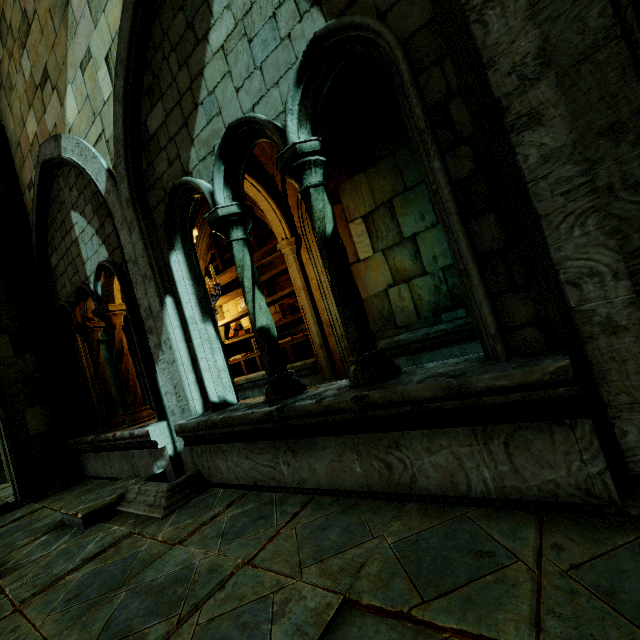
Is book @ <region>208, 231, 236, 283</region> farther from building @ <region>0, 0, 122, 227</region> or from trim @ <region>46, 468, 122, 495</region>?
trim @ <region>46, 468, 122, 495</region>

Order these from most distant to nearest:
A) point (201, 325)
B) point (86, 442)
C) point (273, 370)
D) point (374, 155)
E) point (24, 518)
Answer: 1. point (374, 155)
2. point (86, 442)
3. point (24, 518)
4. point (201, 325)
5. point (273, 370)

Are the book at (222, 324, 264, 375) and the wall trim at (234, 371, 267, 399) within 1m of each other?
yes

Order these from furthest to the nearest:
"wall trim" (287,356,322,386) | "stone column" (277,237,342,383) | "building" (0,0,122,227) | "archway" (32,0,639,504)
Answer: "wall trim" (287,356,322,386), "stone column" (277,237,342,383), "building" (0,0,122,227), "archway" (32,0,639,504)

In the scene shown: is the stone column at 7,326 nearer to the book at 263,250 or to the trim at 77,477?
the trim at 77,477

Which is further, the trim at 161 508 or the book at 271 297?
the book at 271 297

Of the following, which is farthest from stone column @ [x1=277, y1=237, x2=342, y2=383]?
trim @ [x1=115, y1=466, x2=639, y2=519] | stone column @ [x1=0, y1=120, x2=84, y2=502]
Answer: stone column @ [x1=0, y1=120, x2=84, y2=502]

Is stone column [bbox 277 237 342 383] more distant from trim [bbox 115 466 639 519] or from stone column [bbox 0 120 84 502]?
stone column [bbox 0 120 84 502]
